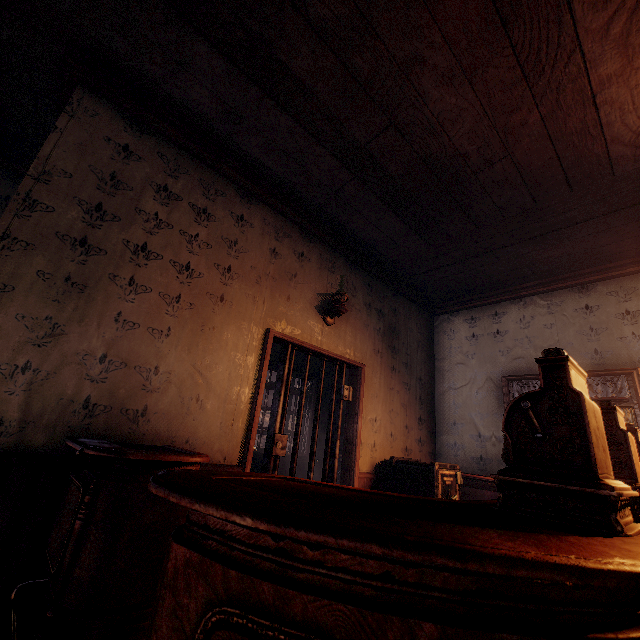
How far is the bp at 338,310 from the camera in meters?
4.1 m

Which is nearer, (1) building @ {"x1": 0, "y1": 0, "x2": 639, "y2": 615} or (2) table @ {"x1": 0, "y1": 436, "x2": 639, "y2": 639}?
(2) table @ {"x1": 0, "y1": 436, "x2": 639, "y2": 639}

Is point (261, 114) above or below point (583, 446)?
above

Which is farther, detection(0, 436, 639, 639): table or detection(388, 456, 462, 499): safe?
detection(388, 456, 462, 499): safe

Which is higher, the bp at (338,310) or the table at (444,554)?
the bp at (338,310)

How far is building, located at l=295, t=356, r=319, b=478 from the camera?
5.84m

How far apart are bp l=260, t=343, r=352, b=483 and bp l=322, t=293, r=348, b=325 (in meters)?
0.62
